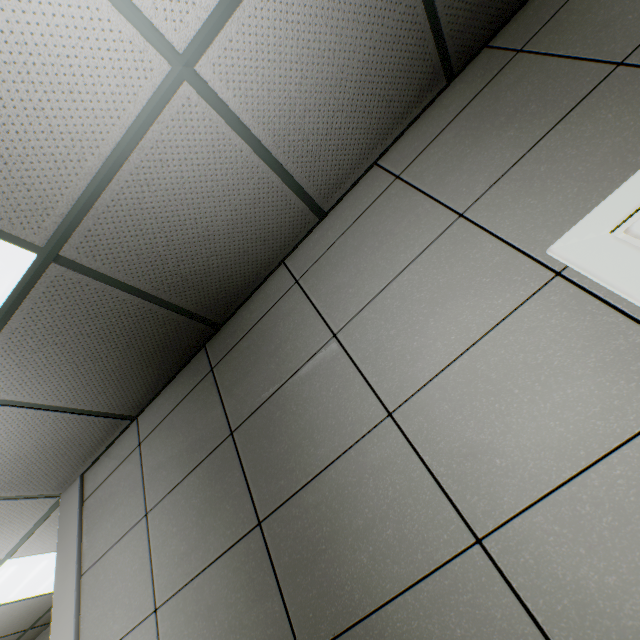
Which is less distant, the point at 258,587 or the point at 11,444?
the point at 258,587
